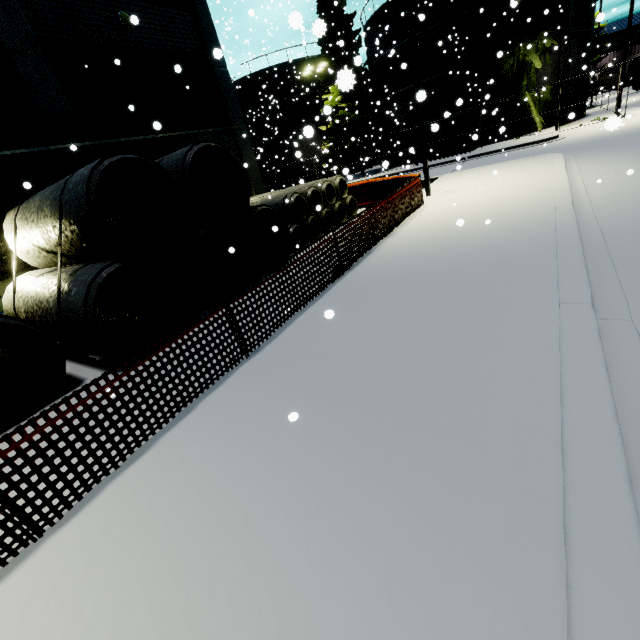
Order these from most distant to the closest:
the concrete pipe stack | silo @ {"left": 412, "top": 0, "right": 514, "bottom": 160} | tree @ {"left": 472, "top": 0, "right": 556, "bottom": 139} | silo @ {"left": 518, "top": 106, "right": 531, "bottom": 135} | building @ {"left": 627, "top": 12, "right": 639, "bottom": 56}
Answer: building @ {"left": 627, "top": 12, "right": 639, "bottom": 56} → silo @ {"left": 518, "top": 106, "right": 531, "bottom": 135} → silo @ {"left": 412, "top": 0, "right": 514, "bottom": 160} → tree @ {"left": 472, "top": 0, "right": 556, "bottom": 139} → the concrete pipe stack

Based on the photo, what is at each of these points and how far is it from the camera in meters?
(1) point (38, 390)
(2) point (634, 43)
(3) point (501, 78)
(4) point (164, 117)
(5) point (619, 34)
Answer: (1) concrete pipe, 6.1 m
(2) building, 54.3 m
(3) silo, 24.2 m
(4) building, 13.2 m
(5) building, 54.7 m

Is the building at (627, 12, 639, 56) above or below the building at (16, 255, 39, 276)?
above

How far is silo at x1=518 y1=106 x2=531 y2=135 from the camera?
25.20m

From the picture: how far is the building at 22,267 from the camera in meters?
9.8 m

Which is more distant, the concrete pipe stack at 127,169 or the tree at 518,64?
the tree at 518,64

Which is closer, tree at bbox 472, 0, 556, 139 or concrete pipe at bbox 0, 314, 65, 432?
concrete pipe at bbox 0, 314, 65, 432

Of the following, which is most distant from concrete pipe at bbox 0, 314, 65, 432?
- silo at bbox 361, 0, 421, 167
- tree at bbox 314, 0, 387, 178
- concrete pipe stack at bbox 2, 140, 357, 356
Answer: silo at bbox 361, 0, 421, 167
